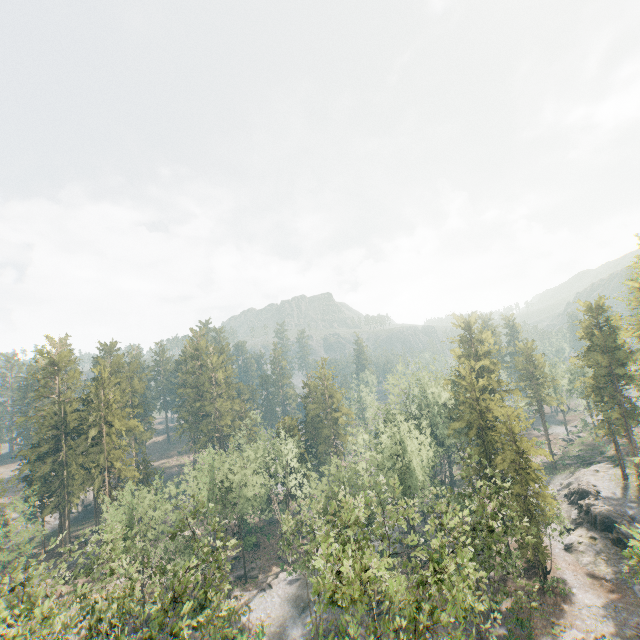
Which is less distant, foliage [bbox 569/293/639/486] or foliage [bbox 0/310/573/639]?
foliage [bbox 0/310/573/639]

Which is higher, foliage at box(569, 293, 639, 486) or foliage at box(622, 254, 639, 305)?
foliage at box(622, 254, 639, 305)

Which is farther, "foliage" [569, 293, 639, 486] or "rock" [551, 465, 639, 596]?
"foliage" [569, 293, 639, 486]

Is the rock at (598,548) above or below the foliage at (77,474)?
below

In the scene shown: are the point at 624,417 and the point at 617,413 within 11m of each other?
yes

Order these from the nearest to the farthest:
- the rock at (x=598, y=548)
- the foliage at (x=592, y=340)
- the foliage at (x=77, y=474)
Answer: the foliage at (x=77, y=474) → the rock at (x=598, y=548) → the foliage at (x=592, y=340)

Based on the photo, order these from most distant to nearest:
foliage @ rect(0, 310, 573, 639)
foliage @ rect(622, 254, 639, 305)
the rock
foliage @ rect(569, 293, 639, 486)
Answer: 1. foliage @ rect(569, 293, 639, 486)
2. foliage @ rect(622, 254, 639, 305)
3. the rock
4. foliage @ rect(0, 310, 573, 639)
